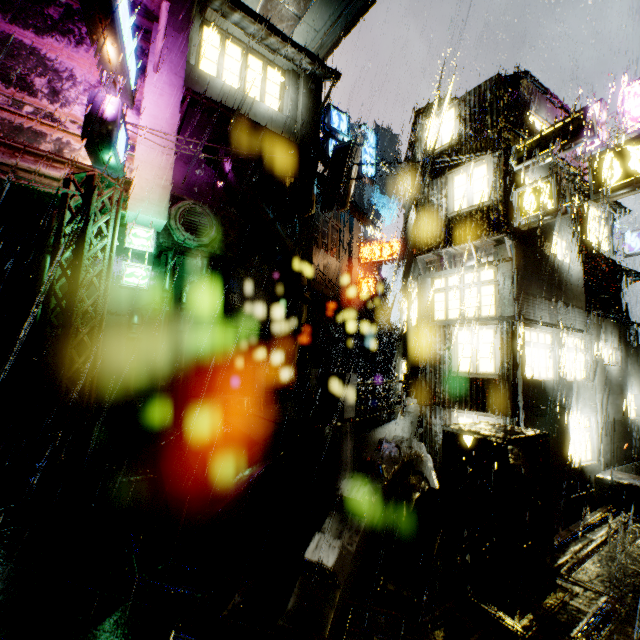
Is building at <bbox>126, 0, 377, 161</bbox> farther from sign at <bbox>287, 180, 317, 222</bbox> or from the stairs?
the stairs

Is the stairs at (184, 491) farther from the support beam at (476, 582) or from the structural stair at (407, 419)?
the support beam at (476, 582)

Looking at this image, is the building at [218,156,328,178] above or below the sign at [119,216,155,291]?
above

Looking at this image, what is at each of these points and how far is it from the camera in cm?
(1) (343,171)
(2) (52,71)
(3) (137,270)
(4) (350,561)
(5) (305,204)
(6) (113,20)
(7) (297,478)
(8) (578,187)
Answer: (1) sign, 1483
(2) building, 1052
(3) sign, 1143
(4) gear, 488
(5) sign, 1658
(6) sign, 847
(7) structural stair, 591
(8) building, 1494

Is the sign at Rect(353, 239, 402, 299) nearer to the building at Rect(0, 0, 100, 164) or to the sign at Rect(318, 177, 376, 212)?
the building at Rect(0, 0, 100, 164)

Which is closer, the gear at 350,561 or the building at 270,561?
the gear at 350,561

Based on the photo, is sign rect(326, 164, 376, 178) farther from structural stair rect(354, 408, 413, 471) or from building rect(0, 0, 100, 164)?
structural stair rect(354, 408, 413, 471)

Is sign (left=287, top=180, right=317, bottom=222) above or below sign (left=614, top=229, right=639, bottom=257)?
above
